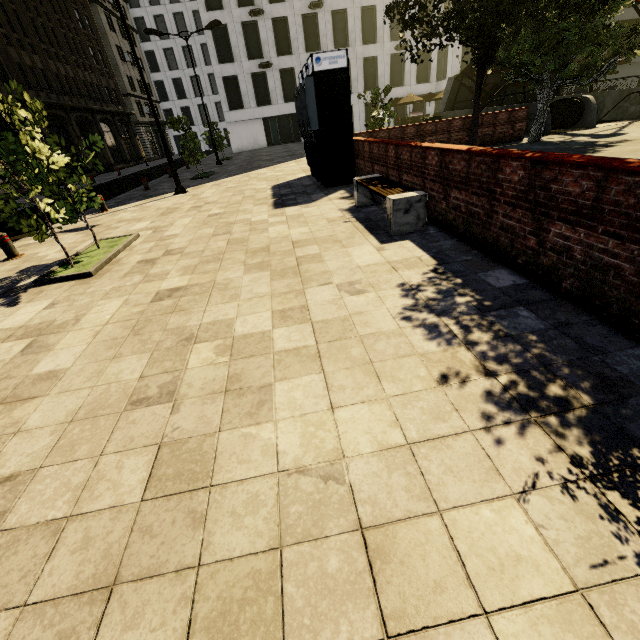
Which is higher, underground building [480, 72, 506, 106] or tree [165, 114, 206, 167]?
underground building [480, 72, 506, 106]

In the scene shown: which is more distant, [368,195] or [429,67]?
[429,67]

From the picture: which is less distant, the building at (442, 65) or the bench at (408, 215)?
the bench at (408, 215)

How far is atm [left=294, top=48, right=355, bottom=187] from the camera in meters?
8.6 m

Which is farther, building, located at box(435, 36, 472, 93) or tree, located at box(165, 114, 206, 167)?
building, located at box(435, 36, 472, 93)

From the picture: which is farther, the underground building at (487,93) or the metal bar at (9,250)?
the underground building at (487,93)

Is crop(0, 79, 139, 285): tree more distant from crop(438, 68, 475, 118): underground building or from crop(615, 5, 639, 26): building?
crop(615, 5, 639, 26): building

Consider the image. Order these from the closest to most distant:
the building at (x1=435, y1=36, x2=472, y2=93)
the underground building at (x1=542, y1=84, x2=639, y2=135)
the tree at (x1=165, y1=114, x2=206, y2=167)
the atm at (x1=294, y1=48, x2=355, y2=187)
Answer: the atm at (x1=294, y1=48, x2=355, y2=187) < the underground building at (x1=542, y1=84, x2=639, y2=135) < the tree at (x1=165, y1=114, x2=206, y2=167) < the building at (x1=435, y1=36, x2=472, y2=93)
